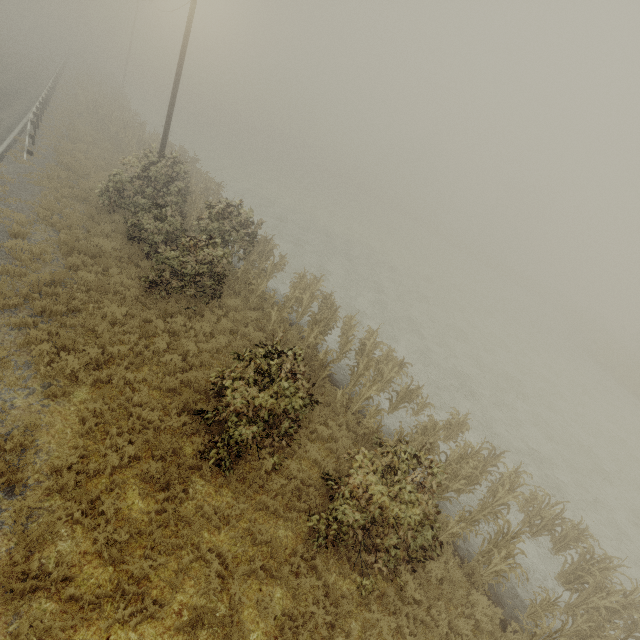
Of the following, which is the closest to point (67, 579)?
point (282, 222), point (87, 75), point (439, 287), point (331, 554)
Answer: point (331, 554)
